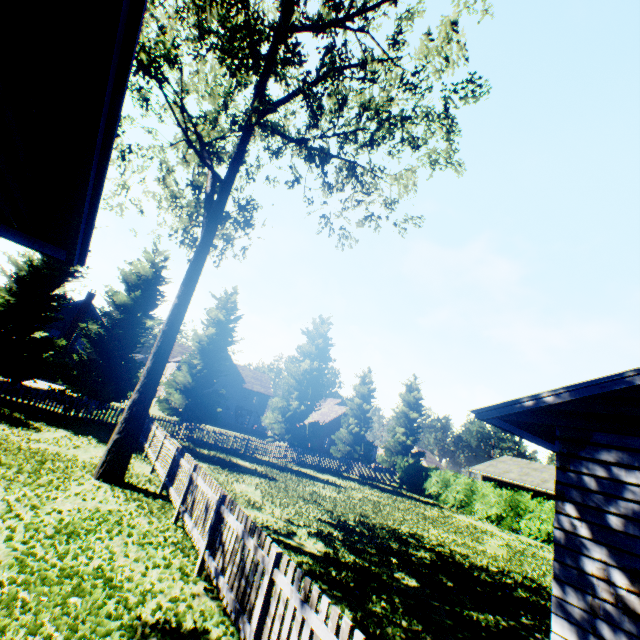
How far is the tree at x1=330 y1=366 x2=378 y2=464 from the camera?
31.86m

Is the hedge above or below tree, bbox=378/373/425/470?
below

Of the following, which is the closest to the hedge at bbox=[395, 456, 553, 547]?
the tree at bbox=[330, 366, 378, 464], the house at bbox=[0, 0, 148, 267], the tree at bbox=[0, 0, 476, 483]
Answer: the tree at bbox=[330, 366, 378, 464]

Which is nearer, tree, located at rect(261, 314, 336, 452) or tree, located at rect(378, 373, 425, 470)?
tree, located at rect(261, 314, 336, 452)

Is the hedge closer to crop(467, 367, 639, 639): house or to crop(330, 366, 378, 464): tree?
crop(330, 366, 378, 464): tree

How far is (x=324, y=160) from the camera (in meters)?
10.52

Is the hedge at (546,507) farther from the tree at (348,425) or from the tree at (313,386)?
the tree at (313,386)

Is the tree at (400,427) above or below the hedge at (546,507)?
above
